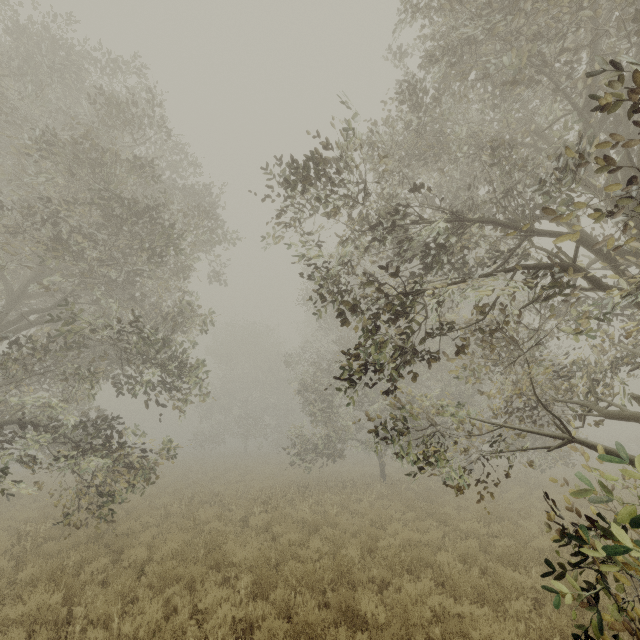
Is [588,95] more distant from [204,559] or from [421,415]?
[421,415]
